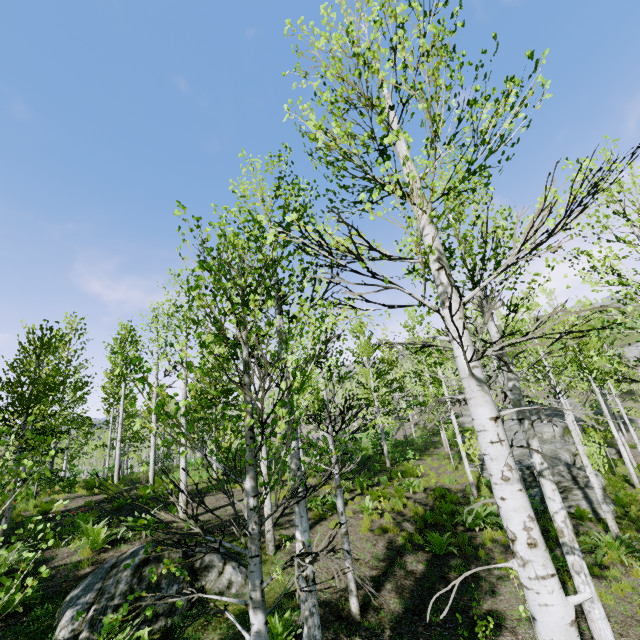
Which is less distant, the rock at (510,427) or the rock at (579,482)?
the rock at (579,482)

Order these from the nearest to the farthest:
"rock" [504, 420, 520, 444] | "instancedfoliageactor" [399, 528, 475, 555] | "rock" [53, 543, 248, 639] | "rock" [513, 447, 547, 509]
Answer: "rock" [53, 543, 248, 639] → "instancedfoliageactor" [399, 528, 475, 555] → "rock" [513, 447, 547, 509] → "rock" [504, 420, 520, 444]

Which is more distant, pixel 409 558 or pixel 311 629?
pixel 409 558

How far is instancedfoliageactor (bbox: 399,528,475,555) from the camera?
8.91m

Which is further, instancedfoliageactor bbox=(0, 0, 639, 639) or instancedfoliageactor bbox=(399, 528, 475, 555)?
instancedfoliageactor bbox=(399, 528, 475, 555)

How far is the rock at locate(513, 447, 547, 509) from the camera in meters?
13.4

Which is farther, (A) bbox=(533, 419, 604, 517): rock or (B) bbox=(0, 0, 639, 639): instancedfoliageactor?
(A) bbox=(533, 419, 604, 517): rock

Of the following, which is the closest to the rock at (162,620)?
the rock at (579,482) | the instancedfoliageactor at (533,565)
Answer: the instancedfoliageactor at (533,565)
